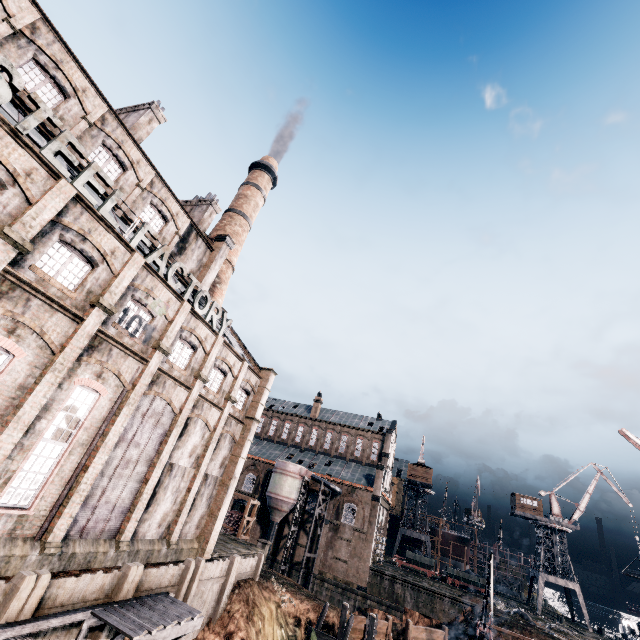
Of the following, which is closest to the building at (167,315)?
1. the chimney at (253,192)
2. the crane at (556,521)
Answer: the chimney at (253,192)

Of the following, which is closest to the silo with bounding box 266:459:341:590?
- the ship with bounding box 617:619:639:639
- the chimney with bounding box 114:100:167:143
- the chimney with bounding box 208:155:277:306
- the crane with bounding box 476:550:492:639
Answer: the crane with bounding box 476:550:492:639

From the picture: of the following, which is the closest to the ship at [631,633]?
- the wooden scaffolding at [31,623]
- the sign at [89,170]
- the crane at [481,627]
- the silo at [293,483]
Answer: the crane at [481,627]

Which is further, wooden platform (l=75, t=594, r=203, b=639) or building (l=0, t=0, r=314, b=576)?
building (l=0, t=0, r=314, b=576)

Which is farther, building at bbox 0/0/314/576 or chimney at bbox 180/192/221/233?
chimney at bbox 180/192/221/233

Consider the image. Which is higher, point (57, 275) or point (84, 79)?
point (84, 79)

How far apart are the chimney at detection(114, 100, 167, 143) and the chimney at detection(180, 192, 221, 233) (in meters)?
7.59

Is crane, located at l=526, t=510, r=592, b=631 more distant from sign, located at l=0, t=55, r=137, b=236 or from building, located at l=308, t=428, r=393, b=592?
sign, located at l=0, t=55, r=137, b=236
